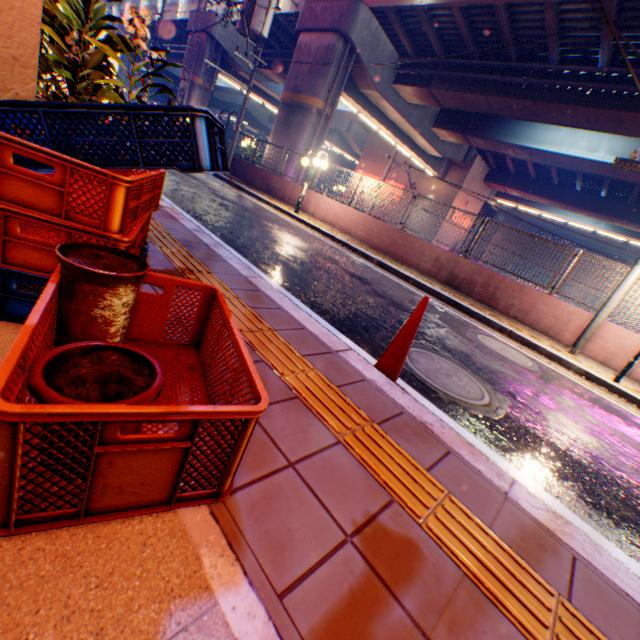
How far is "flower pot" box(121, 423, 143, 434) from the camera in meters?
0.9 m

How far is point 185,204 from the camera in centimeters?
662cm

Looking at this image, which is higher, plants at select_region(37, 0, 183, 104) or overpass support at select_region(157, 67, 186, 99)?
overpass support at select_region(157, 67, 186, 99)

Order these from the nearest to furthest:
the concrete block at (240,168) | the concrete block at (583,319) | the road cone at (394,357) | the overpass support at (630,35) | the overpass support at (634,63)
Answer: the road cone at (394,357), the concrete block at (583,319), the overpass support at (630,35), the overpass support at (634,63), the concrete block at (240,168)

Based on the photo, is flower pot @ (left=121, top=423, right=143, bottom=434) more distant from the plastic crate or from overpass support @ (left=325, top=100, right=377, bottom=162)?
overpass support @ (left=325, top=100, right=377, bottom=162)

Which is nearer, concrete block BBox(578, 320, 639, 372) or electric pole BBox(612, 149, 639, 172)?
electric pole BBox(612, 149, 639, 172)

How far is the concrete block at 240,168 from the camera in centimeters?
1492cm

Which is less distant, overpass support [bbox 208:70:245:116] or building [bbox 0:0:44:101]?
building [bbox 0:0:44:101]
